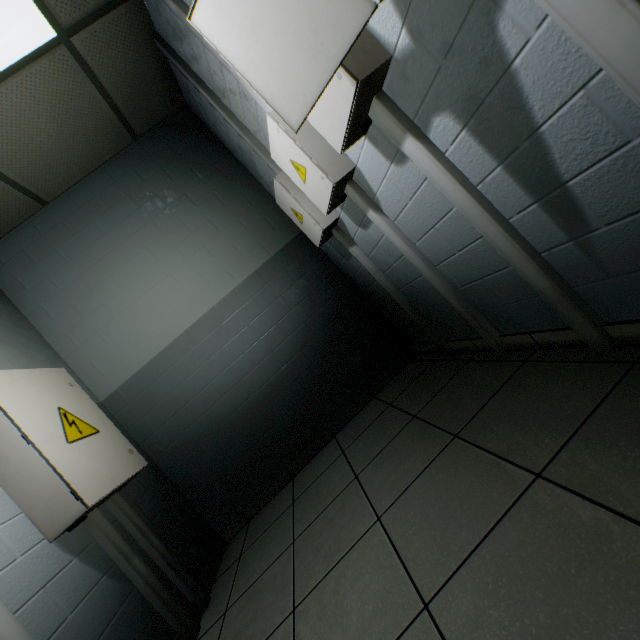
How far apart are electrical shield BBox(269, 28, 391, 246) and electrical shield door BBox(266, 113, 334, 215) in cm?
2

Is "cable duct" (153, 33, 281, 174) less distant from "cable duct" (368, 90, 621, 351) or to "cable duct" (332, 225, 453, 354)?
"cable duct" (332, 225, 453, 354)

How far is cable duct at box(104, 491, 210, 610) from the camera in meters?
2.0 m

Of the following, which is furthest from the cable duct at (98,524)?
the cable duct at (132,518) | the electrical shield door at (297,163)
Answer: the electrical shield door at (297,163)

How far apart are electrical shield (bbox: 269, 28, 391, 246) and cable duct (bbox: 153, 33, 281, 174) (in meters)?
0.74

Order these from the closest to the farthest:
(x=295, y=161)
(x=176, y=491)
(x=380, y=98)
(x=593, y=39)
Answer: (x=593, y=39) < (x=380, y=98) < (x=295, y=161) < (x=176, y=491)

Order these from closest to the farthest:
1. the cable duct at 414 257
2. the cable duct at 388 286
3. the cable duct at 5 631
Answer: the cable duct at 5 631 → the cable duct at 414 257 → the cable duct at 388 286

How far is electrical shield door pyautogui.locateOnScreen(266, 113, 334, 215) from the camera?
1.6 meters
